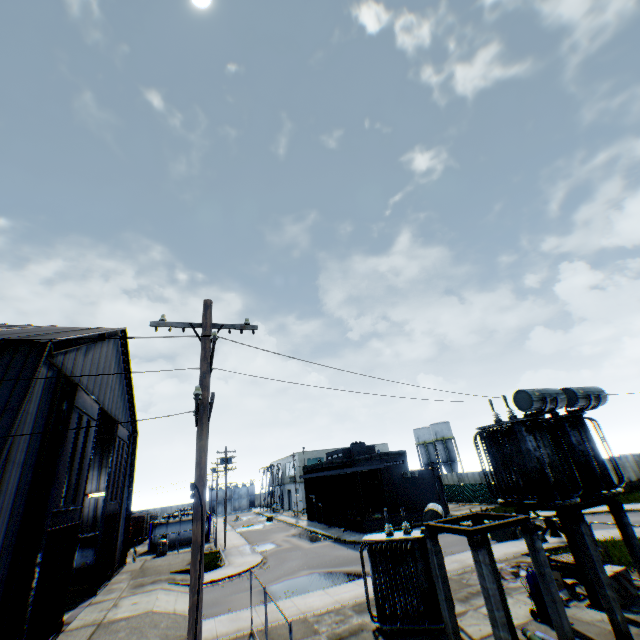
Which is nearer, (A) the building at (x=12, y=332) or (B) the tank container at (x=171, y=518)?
(A) the building at (x=12, y=332)

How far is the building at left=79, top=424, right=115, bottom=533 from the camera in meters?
28.7

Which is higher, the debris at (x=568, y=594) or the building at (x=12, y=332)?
the building at (x=12, y=332)

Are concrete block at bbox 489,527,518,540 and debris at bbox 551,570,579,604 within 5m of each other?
no

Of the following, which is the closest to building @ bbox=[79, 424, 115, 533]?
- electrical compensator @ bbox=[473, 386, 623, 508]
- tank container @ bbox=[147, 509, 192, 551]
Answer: tank container @ bbox=[147, 509, 192, 551]

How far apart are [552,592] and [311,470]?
40.28m

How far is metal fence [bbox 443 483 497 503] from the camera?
39.7m

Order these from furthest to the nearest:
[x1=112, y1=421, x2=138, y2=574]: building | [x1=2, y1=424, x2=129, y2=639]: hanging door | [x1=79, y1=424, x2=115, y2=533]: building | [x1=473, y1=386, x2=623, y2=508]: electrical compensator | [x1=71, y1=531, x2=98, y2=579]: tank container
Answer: [x1=79, y1=424, x2=115, y2=533]: building
[x1=112, y1=421, x2=138, y2=574]: building
[x1=71, y1=531, x2=98, y2=579]: tank container
[x1=2, y1=424, x2=129, y2=639]: hanging door
[x1=473, y1=386, x2=623, y2=508]: electrical compensator
